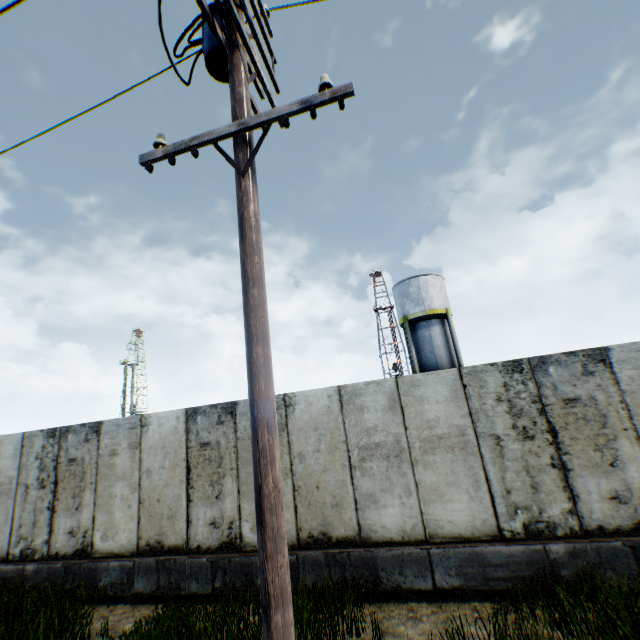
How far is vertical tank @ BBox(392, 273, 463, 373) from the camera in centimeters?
2339cm

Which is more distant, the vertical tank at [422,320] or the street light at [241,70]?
the vertical tank at [422,320]

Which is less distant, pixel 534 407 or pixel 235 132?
pixel 235 132

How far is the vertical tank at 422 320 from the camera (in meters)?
23.39

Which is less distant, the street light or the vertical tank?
the street light
